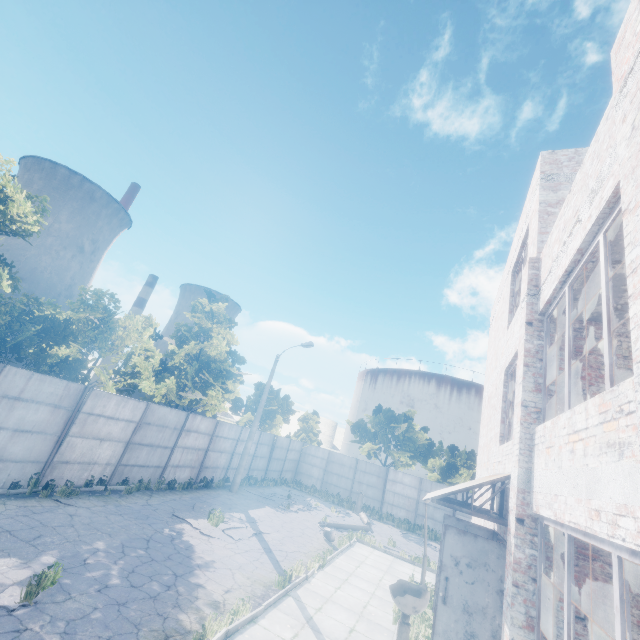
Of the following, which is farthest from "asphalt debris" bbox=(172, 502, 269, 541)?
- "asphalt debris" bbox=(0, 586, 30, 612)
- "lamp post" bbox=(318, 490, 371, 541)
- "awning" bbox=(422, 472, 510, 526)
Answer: "awning" bbox=(422, 472, 510, 526)

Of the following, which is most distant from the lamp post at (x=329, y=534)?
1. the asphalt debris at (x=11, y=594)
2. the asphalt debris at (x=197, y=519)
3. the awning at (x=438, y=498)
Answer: the asphalt debris at (x=11, y=594)

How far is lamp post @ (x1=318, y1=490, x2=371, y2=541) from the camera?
15.21m

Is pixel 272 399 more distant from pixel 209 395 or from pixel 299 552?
pixel 299 552

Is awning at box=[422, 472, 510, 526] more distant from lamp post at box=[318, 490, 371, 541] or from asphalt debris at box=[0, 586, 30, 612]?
lamp post at box=[318, 490, 371, 541]

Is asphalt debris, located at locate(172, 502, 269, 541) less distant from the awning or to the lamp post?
the lamp post

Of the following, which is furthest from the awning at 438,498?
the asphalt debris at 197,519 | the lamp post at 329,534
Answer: the lamp post at 329,534
